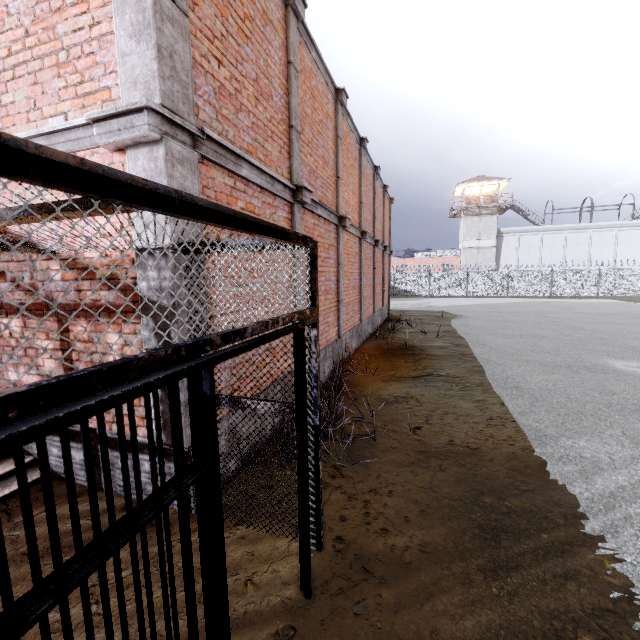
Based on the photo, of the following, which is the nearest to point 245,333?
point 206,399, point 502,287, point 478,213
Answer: point 206,399

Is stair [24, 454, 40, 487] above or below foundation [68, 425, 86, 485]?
below

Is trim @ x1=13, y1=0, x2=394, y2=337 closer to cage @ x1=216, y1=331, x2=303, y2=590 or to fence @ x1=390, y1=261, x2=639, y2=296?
cage @ x1=216, y1=331, x2=303, y2=590

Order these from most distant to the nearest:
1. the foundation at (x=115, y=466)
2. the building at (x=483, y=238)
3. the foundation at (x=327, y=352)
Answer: the building at (x=483, y=238) → the foundation at (x=327, y=352) → the foundation at (x=115, y=466)

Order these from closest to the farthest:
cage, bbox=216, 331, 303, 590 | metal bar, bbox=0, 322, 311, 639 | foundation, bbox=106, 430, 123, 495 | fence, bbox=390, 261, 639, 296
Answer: metal bar, bbox=0, 322, 311, 639 → cage, bbox=216, 331, 303, 590 → foundation, bbox=106, 430, 123, 495 → fence, bbox=390, 261, 639, 296

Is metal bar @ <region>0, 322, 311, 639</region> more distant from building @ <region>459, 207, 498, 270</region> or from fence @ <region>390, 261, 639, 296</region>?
building @ <region>459, 207, 498, 270</region>

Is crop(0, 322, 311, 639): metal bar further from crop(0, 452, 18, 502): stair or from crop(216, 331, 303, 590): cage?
crop(0, 452, 18, 502): stair

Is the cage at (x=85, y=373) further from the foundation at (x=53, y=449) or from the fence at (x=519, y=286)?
the fence at (x=519, y=286)
